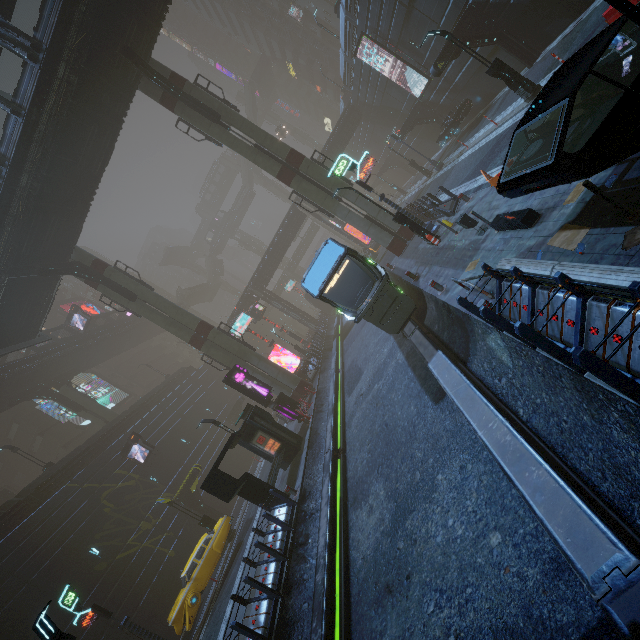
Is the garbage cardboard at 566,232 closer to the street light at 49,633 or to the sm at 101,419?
the street light at 49,633

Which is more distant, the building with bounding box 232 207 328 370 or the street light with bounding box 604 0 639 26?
the building with bounding box 232 207 328 370

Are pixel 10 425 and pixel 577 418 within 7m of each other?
no

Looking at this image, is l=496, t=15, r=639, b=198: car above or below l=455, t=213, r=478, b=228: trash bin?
above

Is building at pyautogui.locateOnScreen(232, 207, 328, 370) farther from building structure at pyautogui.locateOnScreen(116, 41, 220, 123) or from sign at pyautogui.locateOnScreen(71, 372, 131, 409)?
building structure at pyautogui.locateOnScreen(116, 41, 220, 123)

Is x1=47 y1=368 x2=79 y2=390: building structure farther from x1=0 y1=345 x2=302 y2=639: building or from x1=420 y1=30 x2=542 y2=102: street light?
x1=420 y1=30 x2=542 y2=102: street light

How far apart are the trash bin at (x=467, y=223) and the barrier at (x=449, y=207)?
4.8m

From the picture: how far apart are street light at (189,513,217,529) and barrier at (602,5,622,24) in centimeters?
2977cm
